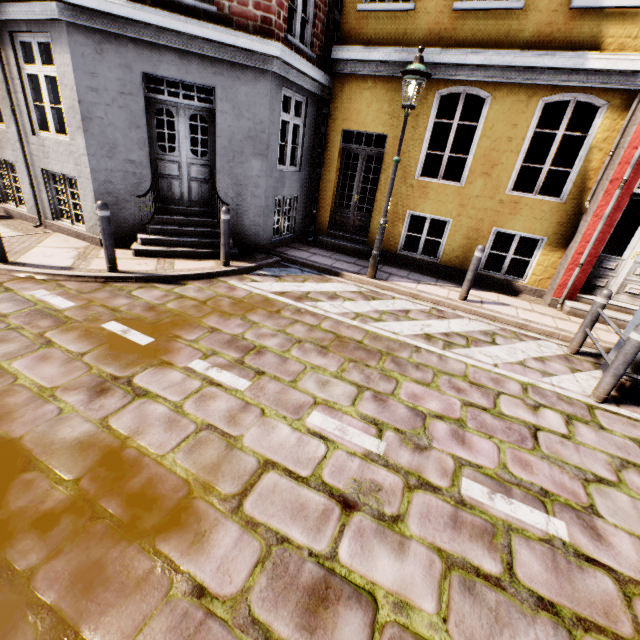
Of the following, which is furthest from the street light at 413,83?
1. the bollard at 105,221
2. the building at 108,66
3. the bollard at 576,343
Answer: the building at 108,66

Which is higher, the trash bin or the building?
the building

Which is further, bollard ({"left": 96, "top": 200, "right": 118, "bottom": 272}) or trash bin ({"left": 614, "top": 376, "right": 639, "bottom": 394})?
bollard ({"left": 96, "top": 200, "right": 118, "bottom": 272})

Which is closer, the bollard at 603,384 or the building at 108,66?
the bollard at 603,384

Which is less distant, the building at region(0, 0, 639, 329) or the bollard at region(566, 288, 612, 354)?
the bollard at region(566, 288, 612, 354)

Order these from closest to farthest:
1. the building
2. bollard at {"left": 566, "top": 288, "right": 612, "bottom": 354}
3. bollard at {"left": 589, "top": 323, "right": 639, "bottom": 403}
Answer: bollard at {"left": 589, "top": 323, "right": 639, "bottom": 403} → bollard at {"left": 566, "top": 288, "right": 612, "bottom": 354} → the building

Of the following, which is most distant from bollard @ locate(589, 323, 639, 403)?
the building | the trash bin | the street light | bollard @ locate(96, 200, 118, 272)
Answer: the building

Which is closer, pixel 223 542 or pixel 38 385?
pixel 223 542
